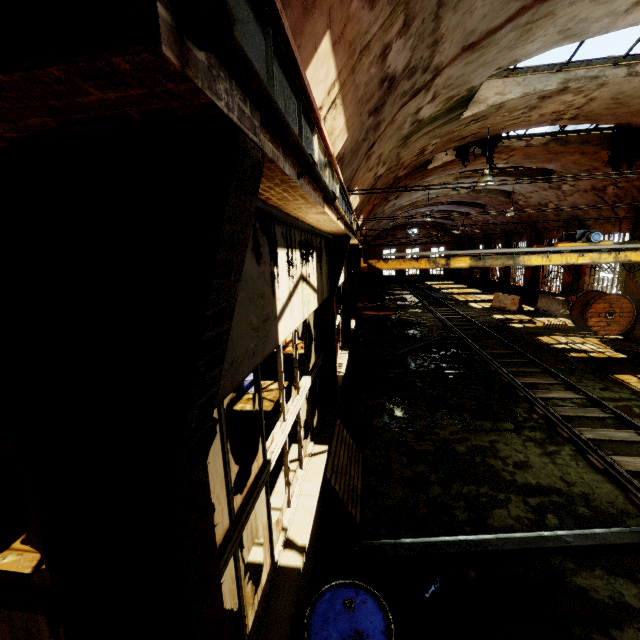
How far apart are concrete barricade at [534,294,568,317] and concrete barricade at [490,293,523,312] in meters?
0.8

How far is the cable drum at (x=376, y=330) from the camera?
14.67m

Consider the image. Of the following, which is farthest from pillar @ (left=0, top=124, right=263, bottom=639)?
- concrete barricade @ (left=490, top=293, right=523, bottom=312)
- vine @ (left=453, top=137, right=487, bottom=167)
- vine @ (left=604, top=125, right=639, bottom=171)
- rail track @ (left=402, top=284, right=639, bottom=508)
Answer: concrete barricade @ (left=490, top=293, right=523, bottom=312)

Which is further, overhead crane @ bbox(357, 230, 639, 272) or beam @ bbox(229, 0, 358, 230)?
overhead crane @ bbox(357, 230, 639, 272)

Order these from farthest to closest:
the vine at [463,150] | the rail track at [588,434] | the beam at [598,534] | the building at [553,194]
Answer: the building at [553,194] < the vine at [463,150] < the rail track at [588,434] < the beam at [598,534]

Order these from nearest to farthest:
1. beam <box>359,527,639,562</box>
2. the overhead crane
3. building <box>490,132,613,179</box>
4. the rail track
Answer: beam <box>359,527,639,562</box>, the rail track, the overhead crane, building <box>490,132,613,179</box>

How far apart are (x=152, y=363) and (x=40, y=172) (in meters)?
0.64

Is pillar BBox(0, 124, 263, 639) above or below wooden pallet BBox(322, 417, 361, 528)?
above
